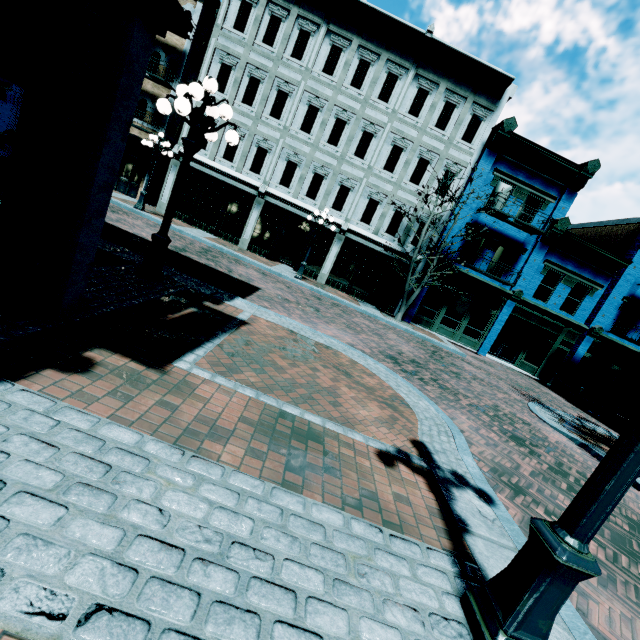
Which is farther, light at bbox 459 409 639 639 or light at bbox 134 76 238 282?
light at bbox 134 76 238 282

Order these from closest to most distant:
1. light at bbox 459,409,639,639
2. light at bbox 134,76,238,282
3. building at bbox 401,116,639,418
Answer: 1. light at bbox 459,409,639,639
2. light at bbox 134,76,238,282
3. building at bbox 401,116,639,418

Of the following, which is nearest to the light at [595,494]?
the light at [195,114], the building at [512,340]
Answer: the light at [195,114]

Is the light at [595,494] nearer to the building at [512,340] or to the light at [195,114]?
the light at [195,114]

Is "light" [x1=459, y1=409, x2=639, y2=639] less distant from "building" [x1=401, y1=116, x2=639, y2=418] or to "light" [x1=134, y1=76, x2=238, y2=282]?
"light" [x1=134, y1=76, x2=238, y2=282]

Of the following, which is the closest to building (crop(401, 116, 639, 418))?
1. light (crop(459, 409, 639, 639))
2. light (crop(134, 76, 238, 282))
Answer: light (crop(134, 76, 238, 282))

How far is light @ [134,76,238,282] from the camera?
5.1m

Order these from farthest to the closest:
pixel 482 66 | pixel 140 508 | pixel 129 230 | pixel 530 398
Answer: pixel 482 66 < pixel 530 398 < pixel 129 230 < pixel 140 508
